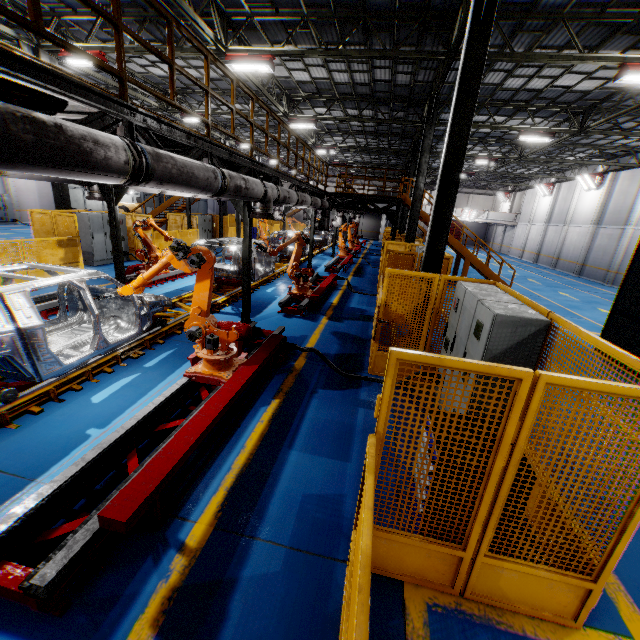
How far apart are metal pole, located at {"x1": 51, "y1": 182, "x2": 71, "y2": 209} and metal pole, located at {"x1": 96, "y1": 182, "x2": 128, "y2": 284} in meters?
7.2 m

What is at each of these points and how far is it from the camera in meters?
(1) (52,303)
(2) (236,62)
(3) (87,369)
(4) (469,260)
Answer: (1) metal platform, 8.0 m
(2) light, 10.9 m
(3) platform, 5.5 m
(4) metal stair, 16.9 m

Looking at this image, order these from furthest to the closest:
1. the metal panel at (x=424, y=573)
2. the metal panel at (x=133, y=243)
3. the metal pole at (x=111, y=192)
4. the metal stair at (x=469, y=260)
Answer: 1. the metal stair at (x=469, y=260)
2. the metal panel at (x=133, y=243)
3. the metal pole at (x=111, y=192)
4. the metal panel at (x=424, y=573)

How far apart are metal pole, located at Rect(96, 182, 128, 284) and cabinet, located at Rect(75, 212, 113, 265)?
6.0 meters

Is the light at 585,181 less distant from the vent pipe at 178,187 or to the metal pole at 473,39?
the vent pipe at 178,187

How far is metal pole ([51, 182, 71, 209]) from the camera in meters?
13.6

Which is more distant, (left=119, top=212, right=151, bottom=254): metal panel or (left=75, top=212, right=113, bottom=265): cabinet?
(left=119, top=212, right=151, bottom=254): metal panel

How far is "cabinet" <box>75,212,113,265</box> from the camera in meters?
13.5
